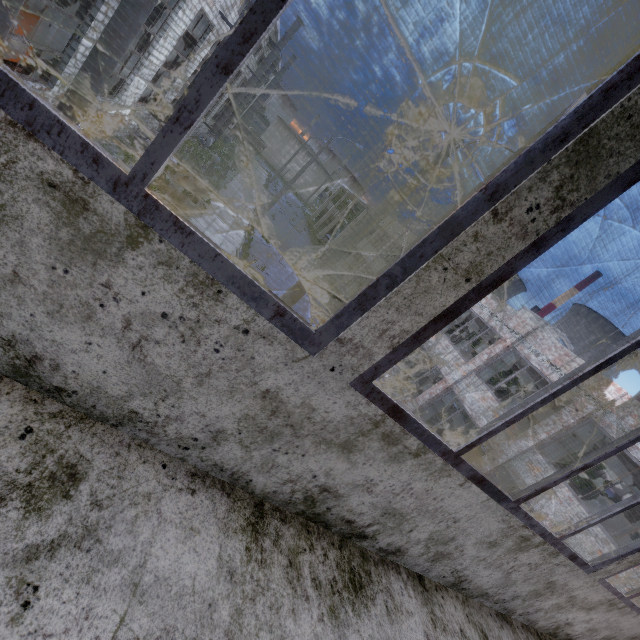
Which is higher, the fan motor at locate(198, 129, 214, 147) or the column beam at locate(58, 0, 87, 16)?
the column beam at locate(58, 0, 87, 16)

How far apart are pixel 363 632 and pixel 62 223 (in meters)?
2.15

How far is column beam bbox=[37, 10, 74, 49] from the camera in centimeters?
941cm

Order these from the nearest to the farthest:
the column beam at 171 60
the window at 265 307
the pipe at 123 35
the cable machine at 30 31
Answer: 1. the window at 265 307
2. the pipe at 123 35
3. the cable machine at 30 31
4. the column beam at 171 60

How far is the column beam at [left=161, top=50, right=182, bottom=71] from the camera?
16.9 meters

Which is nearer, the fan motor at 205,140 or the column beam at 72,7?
the column beam at 72,7

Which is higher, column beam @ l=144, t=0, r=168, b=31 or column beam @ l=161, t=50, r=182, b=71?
column beam @ l=144, t=0, r=168, b=31

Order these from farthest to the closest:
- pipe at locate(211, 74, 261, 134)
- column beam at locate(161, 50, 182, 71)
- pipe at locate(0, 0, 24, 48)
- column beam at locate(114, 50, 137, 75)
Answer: pipe at locate(211, 74, 261, 134) < column beam at locate(161, 50, 182, 71) < column beam at locate(114, 50, 137, 75) < pipe at locate(0, 0, 24, 48)
